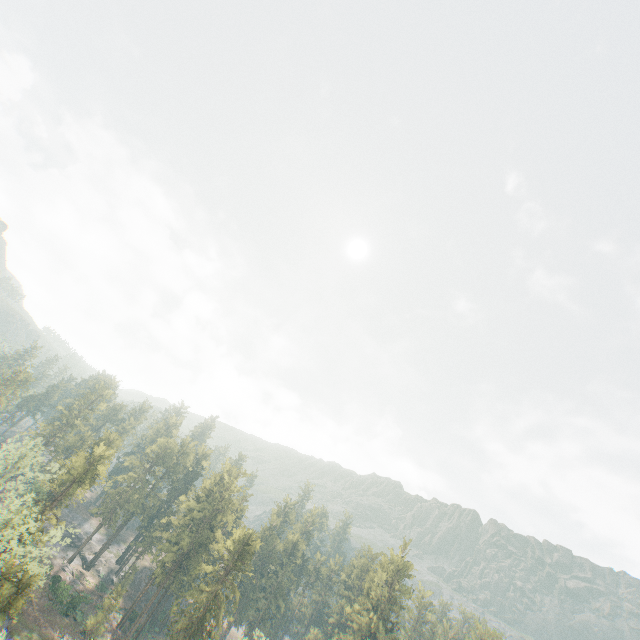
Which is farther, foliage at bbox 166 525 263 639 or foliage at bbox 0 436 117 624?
foliage at bbox 166 525 263 639

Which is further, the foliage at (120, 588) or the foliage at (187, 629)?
the foliage at (120, 588)

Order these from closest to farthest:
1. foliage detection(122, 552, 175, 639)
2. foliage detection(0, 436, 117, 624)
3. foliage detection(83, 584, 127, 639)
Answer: foliage detection(0, 436, 117, 624) → foliage detection(83, 584, 127, 639) → foliage detection(122, 552, 175, 639)

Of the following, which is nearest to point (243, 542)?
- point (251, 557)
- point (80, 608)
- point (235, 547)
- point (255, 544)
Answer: point (235, 547)

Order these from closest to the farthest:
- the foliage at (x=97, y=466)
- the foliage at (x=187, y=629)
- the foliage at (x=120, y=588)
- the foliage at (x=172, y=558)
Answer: the foliage at (x=97, y=466), the foliage at (x=187, y=629), the foliage at (x=120, y=588), the foliage at (x=172, y=558)
